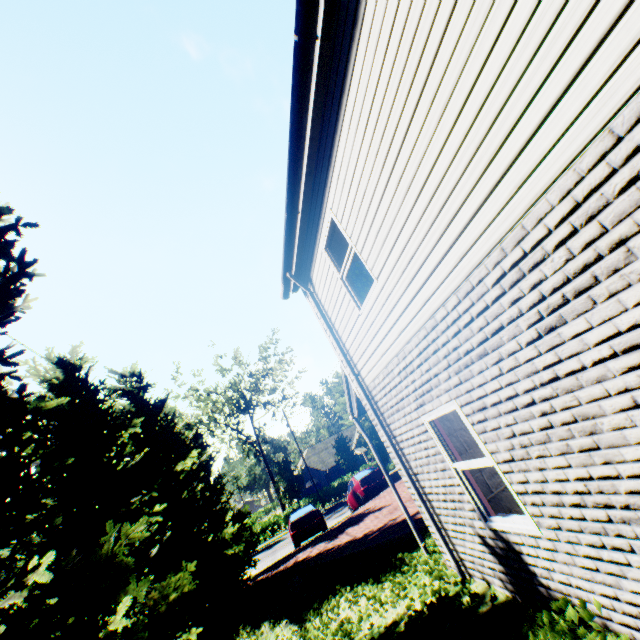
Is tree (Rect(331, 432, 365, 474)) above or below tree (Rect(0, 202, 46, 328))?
below

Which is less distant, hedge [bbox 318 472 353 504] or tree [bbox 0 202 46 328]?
tree [bbox 0 202 46 328]

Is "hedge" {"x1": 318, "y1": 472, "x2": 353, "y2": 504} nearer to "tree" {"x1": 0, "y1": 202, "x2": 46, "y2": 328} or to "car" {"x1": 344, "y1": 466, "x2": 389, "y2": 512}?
"tree" {"x1": 0, "y1": 202, "x2": 46, "y2": 328}

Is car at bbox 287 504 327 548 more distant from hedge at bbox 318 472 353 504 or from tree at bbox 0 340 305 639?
hedge at bbox 318 472 353 504

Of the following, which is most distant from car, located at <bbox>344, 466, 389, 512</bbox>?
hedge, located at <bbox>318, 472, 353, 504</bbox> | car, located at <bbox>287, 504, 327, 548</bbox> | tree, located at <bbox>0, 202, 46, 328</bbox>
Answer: hedge, located at <bbox>318, 472, 353, 504</bbox>

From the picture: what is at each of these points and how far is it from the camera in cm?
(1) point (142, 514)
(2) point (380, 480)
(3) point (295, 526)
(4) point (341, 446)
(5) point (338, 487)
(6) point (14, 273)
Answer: (1) tree, 816
(2) car, 1734
(3) car, 1645
(4) tree, 3859
(5) hedge, 3903
(6) tree, 503

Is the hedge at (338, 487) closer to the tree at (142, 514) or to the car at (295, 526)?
the tree at (142, 514)

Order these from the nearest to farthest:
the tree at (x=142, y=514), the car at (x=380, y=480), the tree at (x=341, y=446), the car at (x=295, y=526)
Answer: the tree at (x=142, y=514), the car at (x=295, y=526), the car at (x=380, y=480), the tree at (x=341, y=446)
